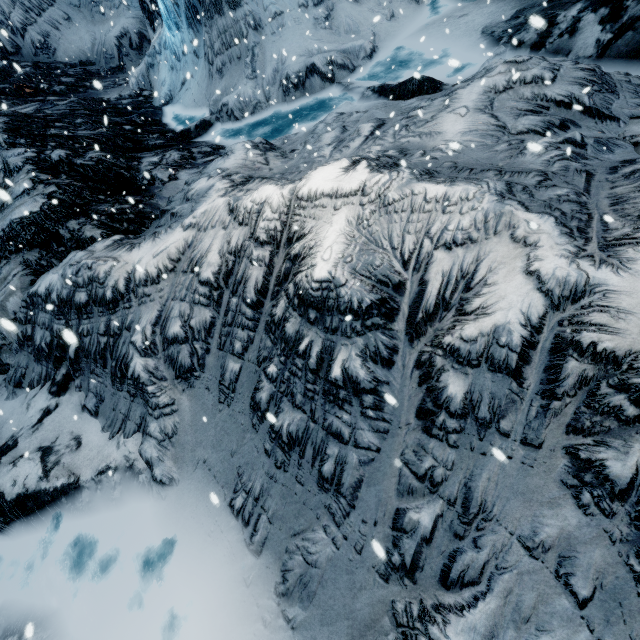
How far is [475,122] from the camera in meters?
4.5
